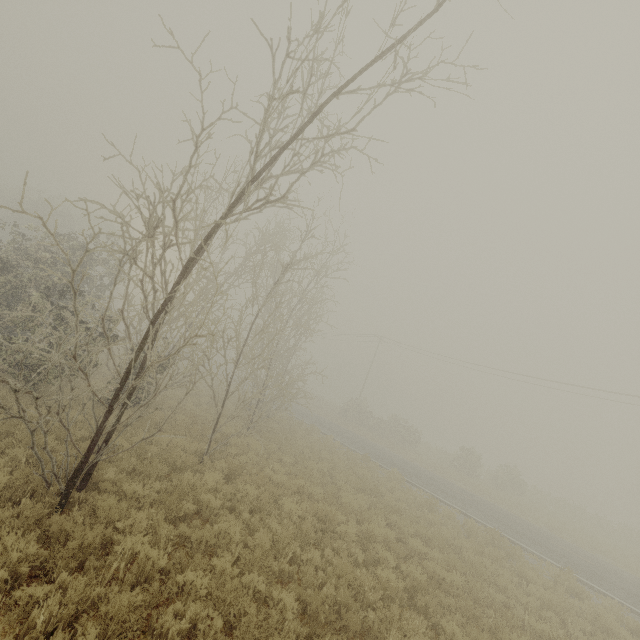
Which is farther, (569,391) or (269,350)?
(569,391)
